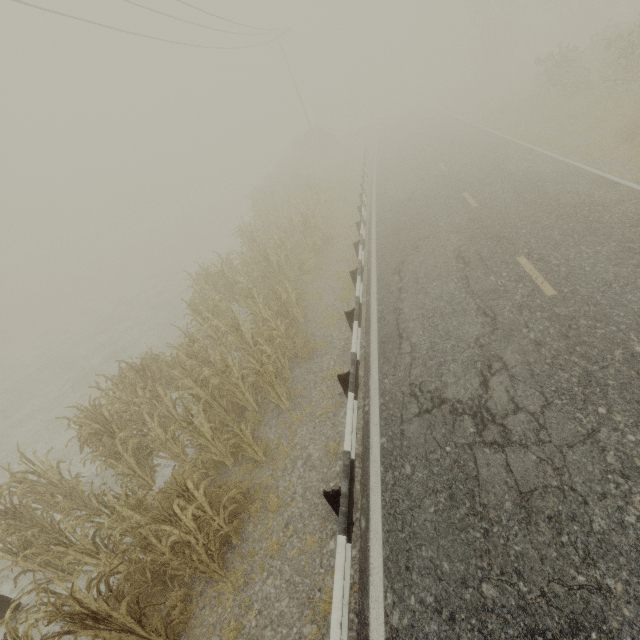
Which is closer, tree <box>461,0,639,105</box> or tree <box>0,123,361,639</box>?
tree <box>0,123,361,639</box>

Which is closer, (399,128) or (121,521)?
(121,521)

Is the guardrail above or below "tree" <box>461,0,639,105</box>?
below

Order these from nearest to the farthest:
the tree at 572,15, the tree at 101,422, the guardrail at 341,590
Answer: the guardrail at 341,590
the tree at 101,422
the tree at 572,15

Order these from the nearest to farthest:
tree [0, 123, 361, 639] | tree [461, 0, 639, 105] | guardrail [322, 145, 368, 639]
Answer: guardrail [322, 145, 368, 639] → tree [0, 123, 361, 639] → tree [461, 0, 639, 105]

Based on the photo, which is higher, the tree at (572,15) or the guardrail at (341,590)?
the tree at (572,15)

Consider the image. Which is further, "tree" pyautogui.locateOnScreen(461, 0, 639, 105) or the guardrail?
"tree" pyautogui.locateOnScreen(461, 0, 639, 105)
